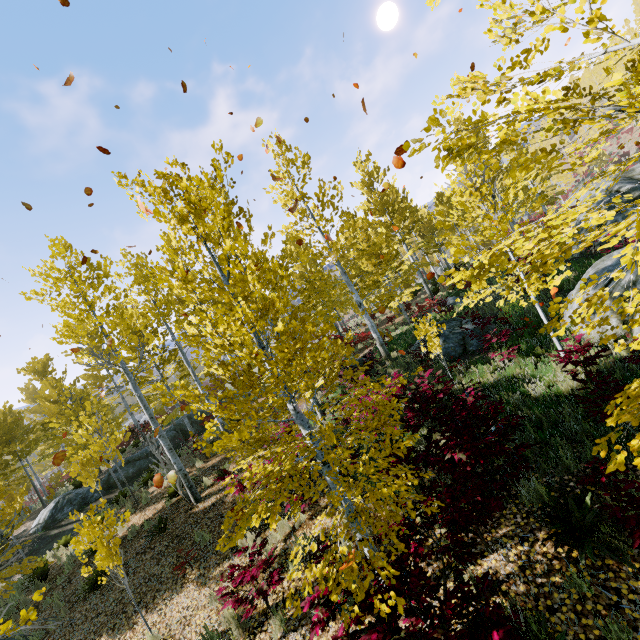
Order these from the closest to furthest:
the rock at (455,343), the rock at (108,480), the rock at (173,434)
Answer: the rock at (455,343) → the rock at (108,480) → the rock at (173,434)

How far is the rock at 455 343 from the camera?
11.1m

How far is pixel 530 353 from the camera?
7.9 meters

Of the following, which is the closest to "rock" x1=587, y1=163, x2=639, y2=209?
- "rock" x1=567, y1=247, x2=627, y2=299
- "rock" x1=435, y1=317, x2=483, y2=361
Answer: "rock" x1=567, y1=247, x2=627, y2=299

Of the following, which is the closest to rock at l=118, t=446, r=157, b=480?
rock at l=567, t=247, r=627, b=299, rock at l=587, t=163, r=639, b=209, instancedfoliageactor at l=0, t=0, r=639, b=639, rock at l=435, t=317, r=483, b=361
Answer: instancedfoliageactor at l=0, t=0, r=639, b=639

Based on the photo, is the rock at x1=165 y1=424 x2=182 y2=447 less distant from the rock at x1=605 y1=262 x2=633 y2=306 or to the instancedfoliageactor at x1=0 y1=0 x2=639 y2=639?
the instancedfoliageactor at x1=0 y1=0 x2=639 y2=639

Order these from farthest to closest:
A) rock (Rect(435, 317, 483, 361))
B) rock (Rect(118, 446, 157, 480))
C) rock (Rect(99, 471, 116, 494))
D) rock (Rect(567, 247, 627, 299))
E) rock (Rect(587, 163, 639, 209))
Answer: rock (Rect(118, 446, 157, 480))
rock (Rect(99, 471, 116, 494))
rock (Rect(587, 163, 639, 209))
rock (Rect(435, 317, 483, 361))
rock (Rect(567, 247, 627, 299))
